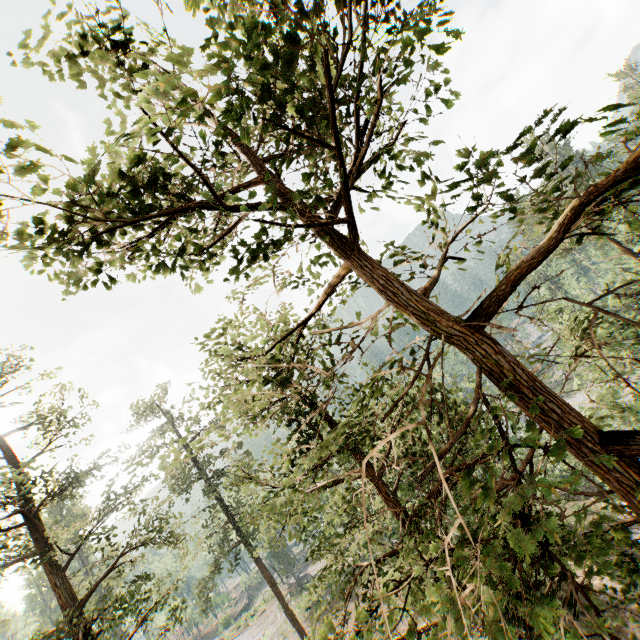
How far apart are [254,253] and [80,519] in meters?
71.6

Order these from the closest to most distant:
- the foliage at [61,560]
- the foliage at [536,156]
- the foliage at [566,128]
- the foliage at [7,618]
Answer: the foliage at [566,128] → the foliage at [536,156] → the foliage at [61,560] → the foliage at [7,618]

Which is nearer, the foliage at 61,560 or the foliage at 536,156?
the foliage at 536,156

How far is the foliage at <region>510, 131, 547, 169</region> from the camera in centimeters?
227cm

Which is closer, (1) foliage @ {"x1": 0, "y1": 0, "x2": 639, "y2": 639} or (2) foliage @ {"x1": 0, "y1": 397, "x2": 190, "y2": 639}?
(1) foliage @ {"x1": 0, "y1": 0, "x2": 639, "y2": 639}

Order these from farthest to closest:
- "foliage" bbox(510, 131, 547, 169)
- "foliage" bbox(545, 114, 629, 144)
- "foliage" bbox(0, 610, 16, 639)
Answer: "foliage" bbox(0, 610, 16, 639)
"foliage" bbox(510, 131, 547, 169)
"foliage" bbox(545, 114, 629, 144)
